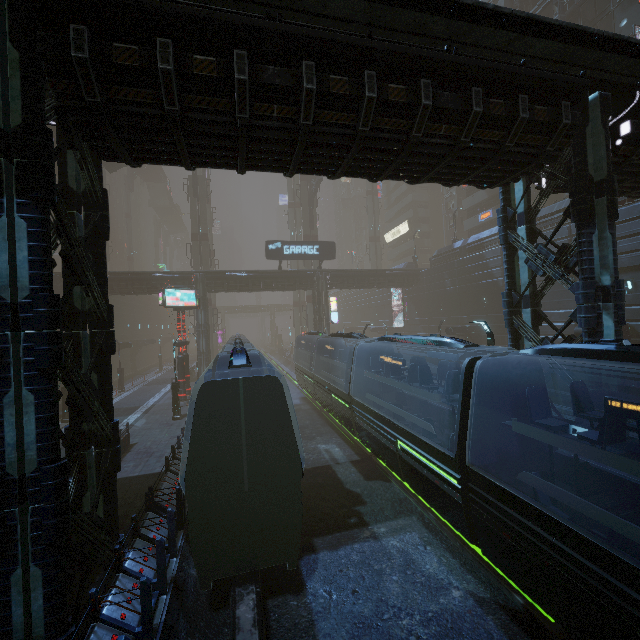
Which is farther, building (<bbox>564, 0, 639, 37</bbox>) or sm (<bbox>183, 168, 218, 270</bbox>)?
sm (<bbox>183, 168, 218, 270</bbox>)

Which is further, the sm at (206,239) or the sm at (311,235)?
the sm at (311,235)

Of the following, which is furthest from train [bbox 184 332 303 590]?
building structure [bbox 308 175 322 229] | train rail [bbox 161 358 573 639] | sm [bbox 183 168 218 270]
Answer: building structure [bbox 308 175 322 229]

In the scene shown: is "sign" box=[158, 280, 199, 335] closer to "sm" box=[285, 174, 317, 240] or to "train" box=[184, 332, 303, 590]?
"train" box=[184, 332, 303, 590]

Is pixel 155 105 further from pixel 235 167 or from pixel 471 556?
pixel 471 556

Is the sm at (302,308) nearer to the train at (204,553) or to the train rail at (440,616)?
the train rail at (440,616)

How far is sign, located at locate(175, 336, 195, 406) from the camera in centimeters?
2562cm

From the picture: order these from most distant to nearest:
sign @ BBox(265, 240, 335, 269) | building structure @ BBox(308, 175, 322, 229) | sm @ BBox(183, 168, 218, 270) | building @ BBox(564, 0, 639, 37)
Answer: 1. sm @ BBox(183, 168, 218, 270)
2. building structure @ BBox(308, 175, 322, 229)
3. sign @ BBox(265, 240, 335, 269)
4. building @ BBox(564, 0, 639, 37)
